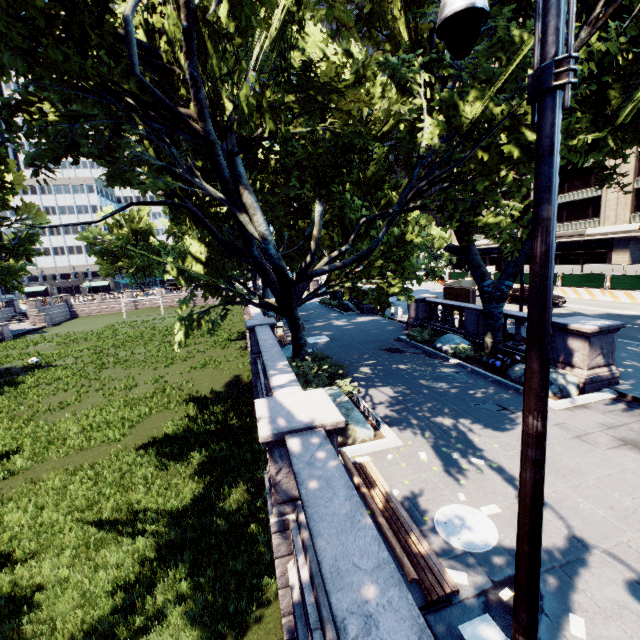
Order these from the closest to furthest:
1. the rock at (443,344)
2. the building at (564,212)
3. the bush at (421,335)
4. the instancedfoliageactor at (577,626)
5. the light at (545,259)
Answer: the light at (545,259) → the instancedfoliageactor at (577,626) → the rock at (443,344) → the bush at (421,335) → the building at (564,212)

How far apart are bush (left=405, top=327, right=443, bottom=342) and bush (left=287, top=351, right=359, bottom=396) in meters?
7.2

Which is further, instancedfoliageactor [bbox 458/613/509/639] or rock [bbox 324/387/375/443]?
rock [bbox 324/387/375/443]

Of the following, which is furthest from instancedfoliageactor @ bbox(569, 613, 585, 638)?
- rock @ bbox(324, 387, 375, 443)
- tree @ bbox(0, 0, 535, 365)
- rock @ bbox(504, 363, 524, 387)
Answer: rock @ bbox(504, 363, 524, 387)

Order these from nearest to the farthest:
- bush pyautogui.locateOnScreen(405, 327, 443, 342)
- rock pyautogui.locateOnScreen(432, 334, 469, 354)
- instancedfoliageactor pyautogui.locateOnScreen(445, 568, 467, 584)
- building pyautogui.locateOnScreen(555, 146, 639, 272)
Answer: instancedfoliageactor pyautogui.locateOnScreen(445, 568, 467, 584), rock pyautogui.locateOnScreen(432, 334, 469, 354), bush pyautogui.locateOnScreen(405, 327, 443, 342), building pyautogui.locateOnScreen(555, 146, 639, 272)

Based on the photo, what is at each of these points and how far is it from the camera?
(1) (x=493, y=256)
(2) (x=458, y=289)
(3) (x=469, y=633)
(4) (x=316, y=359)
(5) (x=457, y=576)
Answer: (1) building, 56.6m
(2) bus stop, 23.2m
(3) instancedfoliageactor, 4.1m
(4) bush, 14.0m
(5) instancedfoliageactor, 4.9m

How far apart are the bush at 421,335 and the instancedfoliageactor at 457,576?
12.56m

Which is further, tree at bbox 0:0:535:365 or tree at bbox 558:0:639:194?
tree at bbox 0:0:535:365
